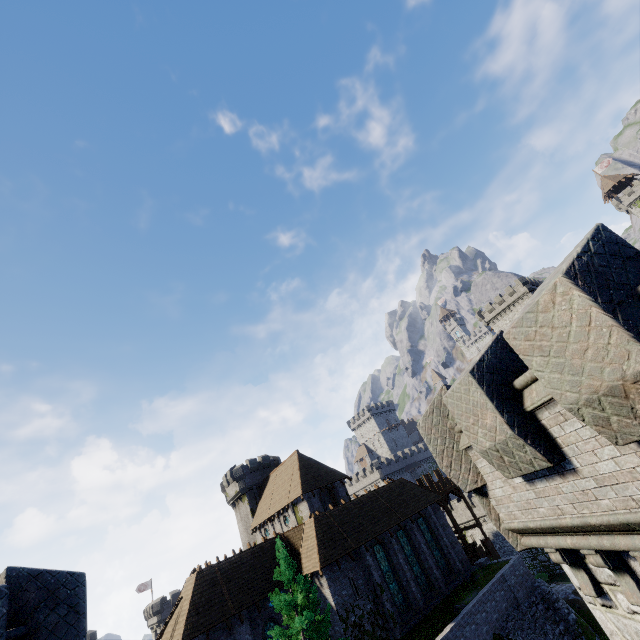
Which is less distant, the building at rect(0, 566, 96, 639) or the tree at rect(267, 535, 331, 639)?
the building at rect(0, 566, 96, 639)

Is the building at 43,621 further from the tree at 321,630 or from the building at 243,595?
the tree at 321,630

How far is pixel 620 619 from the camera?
5.5 meters

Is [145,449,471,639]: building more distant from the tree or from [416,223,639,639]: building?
[416,223,639,639]: building

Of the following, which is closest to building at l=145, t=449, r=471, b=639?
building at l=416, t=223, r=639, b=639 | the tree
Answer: the tree

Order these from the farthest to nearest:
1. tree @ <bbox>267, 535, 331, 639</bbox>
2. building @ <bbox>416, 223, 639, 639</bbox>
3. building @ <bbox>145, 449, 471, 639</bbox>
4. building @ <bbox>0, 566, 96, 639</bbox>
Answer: building @ <bbox>145, 449, 471, 639</bbox> → tree @ <bbox>267, 535, 331, 639</bbox> → building @ <bbox>0, 566, 96, 639</bbox> → building @ <bbox>416, 223, 639, 639</bbox>

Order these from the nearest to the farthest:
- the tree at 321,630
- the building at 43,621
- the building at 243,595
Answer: the building at 43,621 < the tree at 321,630 < the building at 243,595
